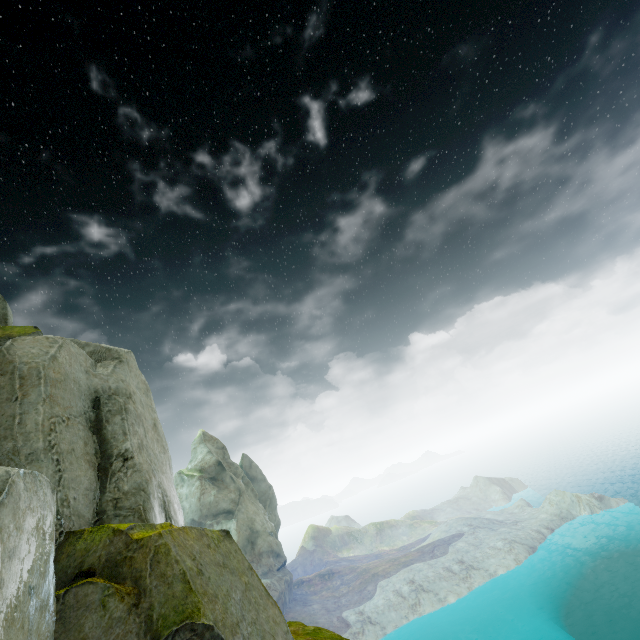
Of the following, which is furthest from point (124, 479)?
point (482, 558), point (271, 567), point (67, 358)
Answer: point (482, 558)
